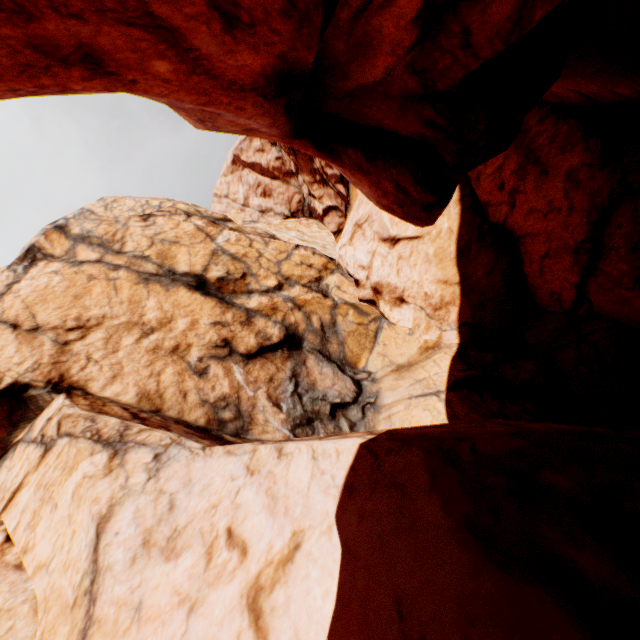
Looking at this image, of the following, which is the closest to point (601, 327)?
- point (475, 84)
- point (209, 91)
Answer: point (475, 84)
